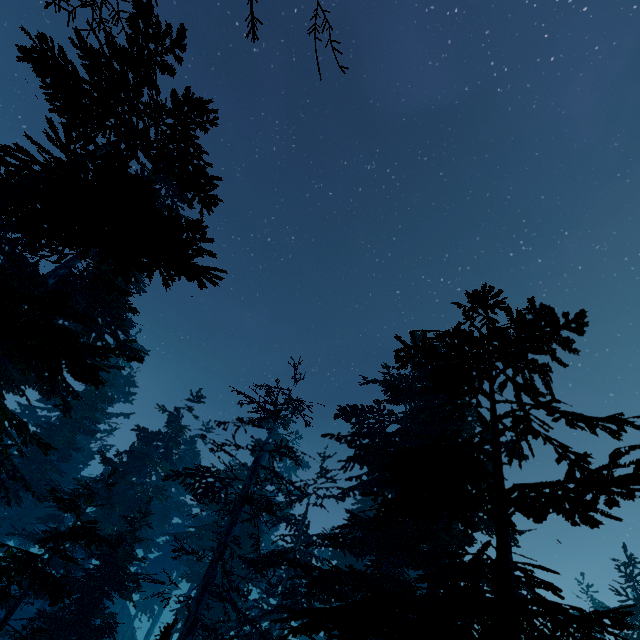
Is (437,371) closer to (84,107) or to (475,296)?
(475,296)
